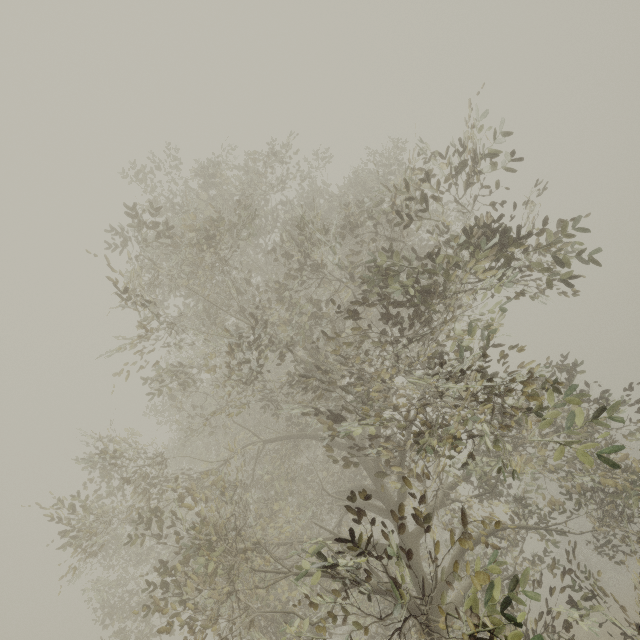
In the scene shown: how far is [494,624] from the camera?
2.8 meters
